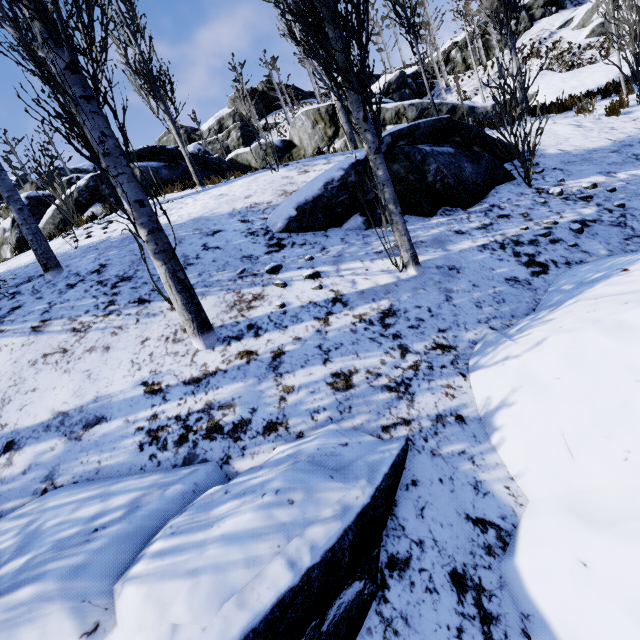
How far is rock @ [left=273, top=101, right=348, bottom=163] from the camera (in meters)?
14.32

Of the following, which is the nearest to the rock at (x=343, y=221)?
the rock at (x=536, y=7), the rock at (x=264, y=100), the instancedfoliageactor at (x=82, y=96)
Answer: the instancedfoliageactor at (x=82, y=96)

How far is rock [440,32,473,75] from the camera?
29.00m

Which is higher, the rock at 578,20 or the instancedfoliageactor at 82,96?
the rock at 578,20

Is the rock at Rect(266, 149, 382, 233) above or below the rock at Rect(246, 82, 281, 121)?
below

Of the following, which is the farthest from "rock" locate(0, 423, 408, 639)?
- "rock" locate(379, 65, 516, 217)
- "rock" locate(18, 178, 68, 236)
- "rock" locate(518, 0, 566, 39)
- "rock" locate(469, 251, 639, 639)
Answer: "rock" locate(518, 0, 566, 39)

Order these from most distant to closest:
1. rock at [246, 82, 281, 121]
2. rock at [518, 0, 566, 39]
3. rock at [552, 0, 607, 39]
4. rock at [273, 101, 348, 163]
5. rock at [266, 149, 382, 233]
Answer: rock at [246, 82, 281, 121]
rock at [518, 0, 566, 39]
rock at [552, 0, 607, 39]
rock at [273, 101, 348, 163]
rock at [266, 149, 382, 233]

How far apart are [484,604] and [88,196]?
15.7m
